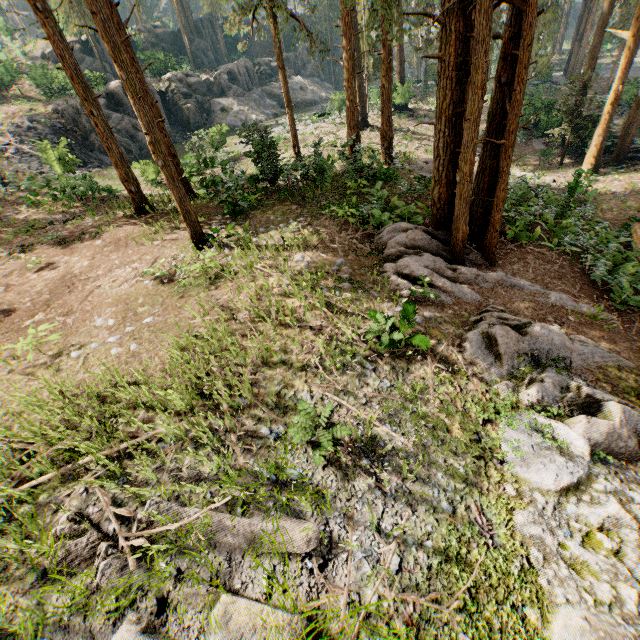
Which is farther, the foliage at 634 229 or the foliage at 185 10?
the foliage at 185 10

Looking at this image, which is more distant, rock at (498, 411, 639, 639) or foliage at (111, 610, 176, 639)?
rock at (498, 411, 639, 639)

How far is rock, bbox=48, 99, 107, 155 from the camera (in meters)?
27.77

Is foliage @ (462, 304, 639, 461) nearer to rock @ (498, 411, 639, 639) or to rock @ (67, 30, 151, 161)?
rock @ (498, 411, 639, 639)

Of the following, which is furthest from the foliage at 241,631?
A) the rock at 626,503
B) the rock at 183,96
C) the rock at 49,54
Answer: the rock at 49,54

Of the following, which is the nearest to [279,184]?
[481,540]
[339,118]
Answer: [481,540]

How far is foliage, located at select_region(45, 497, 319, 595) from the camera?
4.1m
